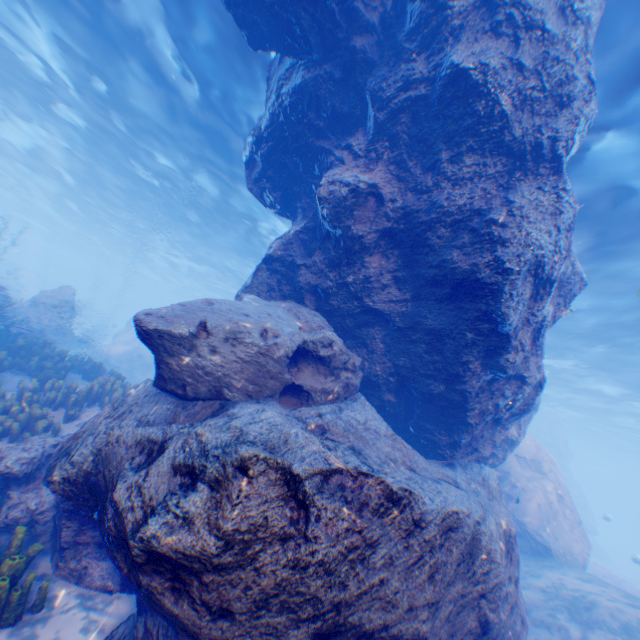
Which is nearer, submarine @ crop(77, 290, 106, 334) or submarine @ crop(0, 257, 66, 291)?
submarine @ crop(0, 257, 66, 291)

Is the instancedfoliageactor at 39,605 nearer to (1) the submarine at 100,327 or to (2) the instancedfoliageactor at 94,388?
(2) the instancedfoliageactor at 94,388

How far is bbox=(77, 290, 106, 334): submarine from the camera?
50.4 meters

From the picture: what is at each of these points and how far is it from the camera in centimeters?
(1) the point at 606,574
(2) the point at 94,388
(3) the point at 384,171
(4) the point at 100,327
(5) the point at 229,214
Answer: (1) instancedfoliageactor, 2066cm
(2) instancedfoliageactor, 915cm
(3) rock, 637cm
(4) submarine, 5344cm
(5) light, 2069cm

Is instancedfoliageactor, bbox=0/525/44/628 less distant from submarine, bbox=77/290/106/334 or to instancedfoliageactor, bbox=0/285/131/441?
instancedfoliageactor, bbox=0/285/131/441

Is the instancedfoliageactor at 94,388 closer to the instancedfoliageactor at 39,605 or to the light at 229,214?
the instancedfoliageactor at 39,605

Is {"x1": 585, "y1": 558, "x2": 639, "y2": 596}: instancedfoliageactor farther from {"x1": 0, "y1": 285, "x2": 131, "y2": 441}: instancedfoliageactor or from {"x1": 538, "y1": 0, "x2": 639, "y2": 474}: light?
{"x1": 0, "y1": 285, "x2": 131, "y2": 441}: instancedfoliageactor

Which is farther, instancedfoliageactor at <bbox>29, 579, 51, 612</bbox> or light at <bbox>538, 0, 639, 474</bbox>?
light at <bbox>538, 0, 639, 474</bbox>
